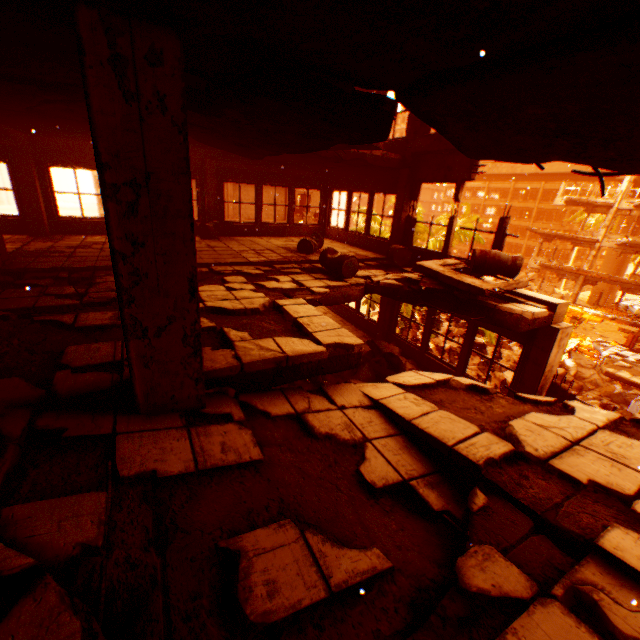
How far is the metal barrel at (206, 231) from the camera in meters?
11.0

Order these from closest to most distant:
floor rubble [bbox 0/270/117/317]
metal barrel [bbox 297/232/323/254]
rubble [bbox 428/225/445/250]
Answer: floor rubble [bbox 0/270/117/317] → metal barrel [bbox 297/232/323/254] → rubble [bbox 428/225/445/250]

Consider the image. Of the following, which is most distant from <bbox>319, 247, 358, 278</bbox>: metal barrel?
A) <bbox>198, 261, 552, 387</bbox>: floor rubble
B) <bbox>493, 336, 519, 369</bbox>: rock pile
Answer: <bbox>493, 336, 519, 369</bbox>: rock pile

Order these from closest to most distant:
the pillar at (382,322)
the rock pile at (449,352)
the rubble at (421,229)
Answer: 1. the pillar at (382,322)
2. the rubble at (421,229)
3. the rock pile at (449,352)

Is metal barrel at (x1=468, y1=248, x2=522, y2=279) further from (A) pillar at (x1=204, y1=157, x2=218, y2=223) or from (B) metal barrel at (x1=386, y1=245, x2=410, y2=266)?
(A) pillar at (x1=204, y1=157, x2=218, y2=223)

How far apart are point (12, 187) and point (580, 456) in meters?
13.8 m

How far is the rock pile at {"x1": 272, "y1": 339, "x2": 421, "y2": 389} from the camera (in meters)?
7.12

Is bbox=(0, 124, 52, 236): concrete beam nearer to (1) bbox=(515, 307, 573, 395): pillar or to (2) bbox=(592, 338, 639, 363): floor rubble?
(1) bbox=(515, 307, 573, 395): pillar
